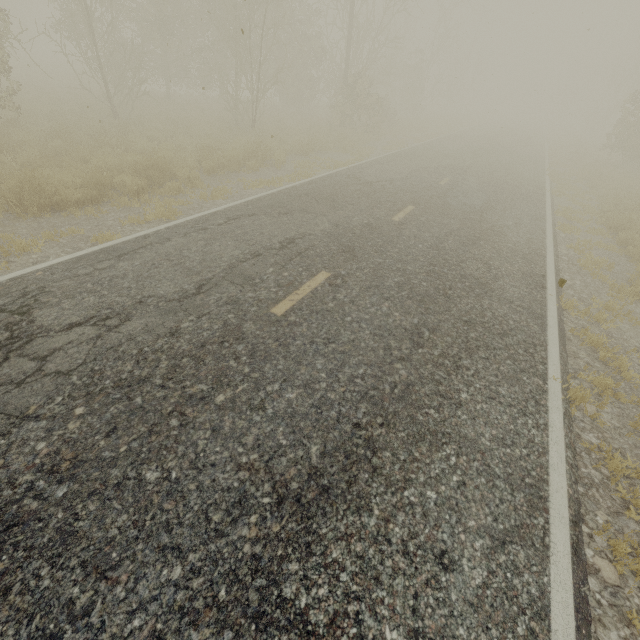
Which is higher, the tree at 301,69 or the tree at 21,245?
the tree at 301,69

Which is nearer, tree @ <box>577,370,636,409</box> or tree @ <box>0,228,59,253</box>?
tree @ <box>577,370,636,409</box>

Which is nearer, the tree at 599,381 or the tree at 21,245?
the tree at 599,381

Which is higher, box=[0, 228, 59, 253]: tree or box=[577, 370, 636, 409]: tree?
box=[0, 228, 59, 253]: tree

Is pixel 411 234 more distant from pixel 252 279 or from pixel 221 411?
pixel 221 411

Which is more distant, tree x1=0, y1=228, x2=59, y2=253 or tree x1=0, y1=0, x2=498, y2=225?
tree x1=0, y1=0, x2=498, y2=225

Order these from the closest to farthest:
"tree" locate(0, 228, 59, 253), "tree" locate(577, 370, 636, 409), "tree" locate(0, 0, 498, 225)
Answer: "tree" locate(577, 370, 636, 409) → "tree" locate(0, 228, 59, 253) → "tree" locate(0, 0, 498, 225)
